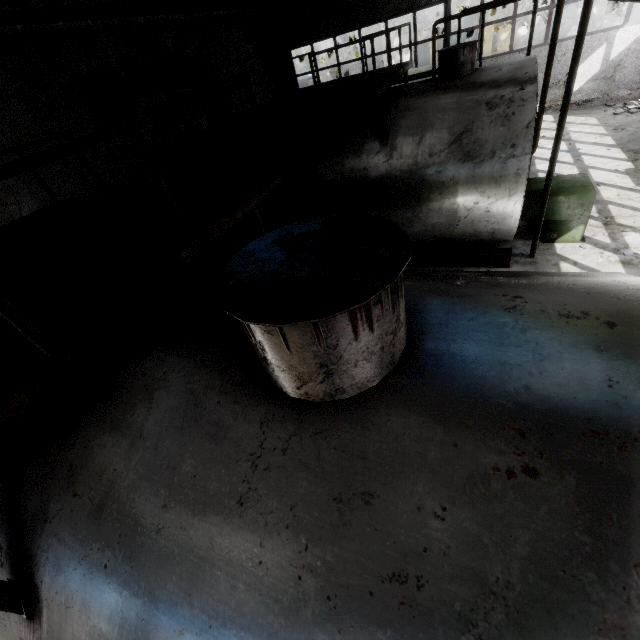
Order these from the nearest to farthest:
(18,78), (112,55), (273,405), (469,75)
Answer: (273,405) → (469,75) → (18,78) → (112,55)

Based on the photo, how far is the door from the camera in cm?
2939

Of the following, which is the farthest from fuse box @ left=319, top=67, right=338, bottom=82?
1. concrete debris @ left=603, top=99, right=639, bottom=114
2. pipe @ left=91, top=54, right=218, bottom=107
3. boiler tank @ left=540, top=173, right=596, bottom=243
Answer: concrete debris @ left=603, top=99, right=639, bottom=114

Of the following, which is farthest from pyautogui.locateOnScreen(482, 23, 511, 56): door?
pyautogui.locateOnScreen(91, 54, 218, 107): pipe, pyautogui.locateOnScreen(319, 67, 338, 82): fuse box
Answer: pyautogui.locateOnScreen(91, 54, 218, 107): pipe

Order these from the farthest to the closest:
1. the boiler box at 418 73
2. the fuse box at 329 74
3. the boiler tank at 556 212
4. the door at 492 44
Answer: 1. the door at 492 44
2. the fuse box at 329 74
3. the boiler box at 418 73
4. the boiler tank at 556 212

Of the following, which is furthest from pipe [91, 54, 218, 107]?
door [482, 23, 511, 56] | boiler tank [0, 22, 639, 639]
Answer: door [482, 23, 511, 56]

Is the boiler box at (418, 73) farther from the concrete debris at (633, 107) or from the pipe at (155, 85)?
the concrete debris at (633, 107)

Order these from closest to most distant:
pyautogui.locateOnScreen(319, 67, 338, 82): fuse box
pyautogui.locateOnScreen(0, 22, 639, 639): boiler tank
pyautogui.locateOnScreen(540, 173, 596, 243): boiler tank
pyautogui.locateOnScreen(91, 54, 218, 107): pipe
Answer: pyautogui.locateOnScreen(0, 22, 639, 639): boiler tank, pyautogui.locateOnScreen(540, 173, 596, 243): boiler tank, pyautogui.locateOnScreen(91, 54, 218, 107): pipe, pyautogui.locateOnScreen(319, 67, 338, 82): fuse box
